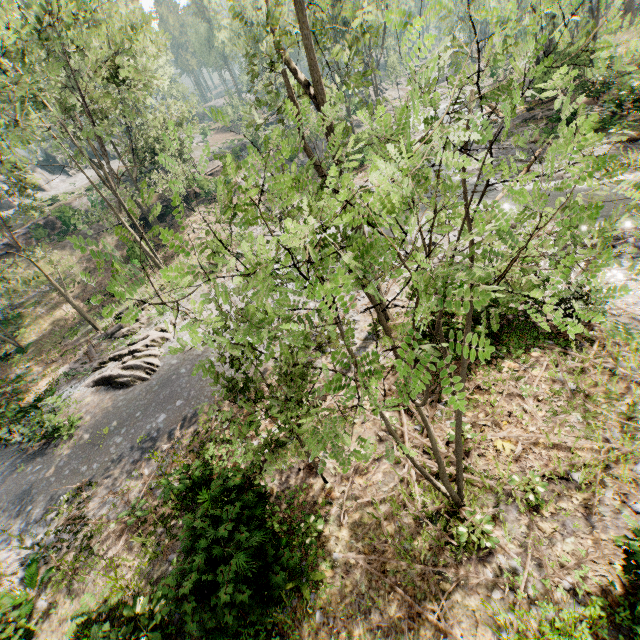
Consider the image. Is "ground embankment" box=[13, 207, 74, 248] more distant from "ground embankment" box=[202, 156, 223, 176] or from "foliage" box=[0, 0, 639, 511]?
"ground embankment" box=[202, 156, 223, 176]

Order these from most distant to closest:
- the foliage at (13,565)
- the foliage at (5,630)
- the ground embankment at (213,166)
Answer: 1. the ground embankment at (213,166)
2. the foliage at (13,565)
3. the foliage at (5,630)

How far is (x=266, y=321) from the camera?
2.8 meters

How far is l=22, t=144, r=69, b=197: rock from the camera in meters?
53.0 m

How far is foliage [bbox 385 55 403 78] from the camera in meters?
47.3 m

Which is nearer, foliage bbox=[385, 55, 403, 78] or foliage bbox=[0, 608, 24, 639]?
foliage bbox=[0, 608, 24, 639]

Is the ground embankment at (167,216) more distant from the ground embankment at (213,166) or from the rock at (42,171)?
the rock at (42,171)

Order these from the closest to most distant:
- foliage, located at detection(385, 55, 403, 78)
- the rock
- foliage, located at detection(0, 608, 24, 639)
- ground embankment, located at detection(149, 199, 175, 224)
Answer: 1. foliage, located at detection(0, 608, 24, 639)
2. ground embankment, located at detection(149, 199, 175, 224)
3. foliage, located at detection(385, 55, 403, 78)
4. the rock
